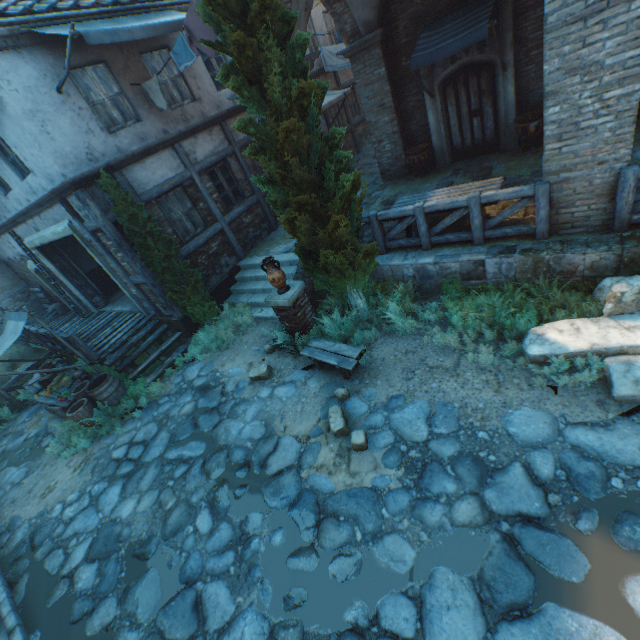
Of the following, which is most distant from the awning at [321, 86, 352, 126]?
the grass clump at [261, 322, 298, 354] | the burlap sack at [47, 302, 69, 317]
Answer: the burlap sack at [47, 302, 69, 317]

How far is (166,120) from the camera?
8.75m

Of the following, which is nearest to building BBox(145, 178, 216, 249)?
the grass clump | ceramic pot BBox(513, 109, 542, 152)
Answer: the grass clump

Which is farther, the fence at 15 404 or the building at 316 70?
the fence at 15 404

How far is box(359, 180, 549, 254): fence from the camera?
5.3 meters

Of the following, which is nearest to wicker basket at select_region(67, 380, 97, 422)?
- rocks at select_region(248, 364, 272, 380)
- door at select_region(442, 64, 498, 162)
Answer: rocks at select_region(248, 364, 272, 380)

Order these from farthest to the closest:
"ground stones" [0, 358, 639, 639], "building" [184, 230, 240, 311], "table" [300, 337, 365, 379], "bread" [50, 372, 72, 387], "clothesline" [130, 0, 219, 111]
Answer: "building" [184, 230, 240, 311], "bread" [50, 372, 72, 387], "clothesline" [130, 0, 219, 111], "table" [300, 337, 365, 379], "ground stones" [0, 358, 639, 639]

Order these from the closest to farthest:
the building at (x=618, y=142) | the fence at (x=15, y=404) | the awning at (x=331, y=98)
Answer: the building at (x=618, y=142) → the fence at (x=15, y=404) → the awning at (x=331, y=98)
